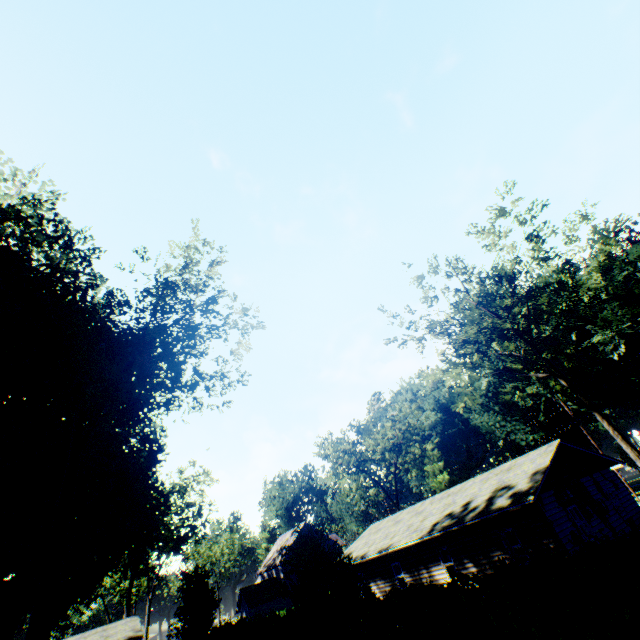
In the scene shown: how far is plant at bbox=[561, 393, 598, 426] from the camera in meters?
47.1 m

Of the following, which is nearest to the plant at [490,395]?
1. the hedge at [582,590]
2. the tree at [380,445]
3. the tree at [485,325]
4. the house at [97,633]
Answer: the hedge at [582,590]

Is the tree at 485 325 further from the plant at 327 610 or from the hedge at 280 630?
the plant at 327 610

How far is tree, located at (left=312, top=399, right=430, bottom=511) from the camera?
44.19m

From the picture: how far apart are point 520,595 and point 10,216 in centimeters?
2739cm

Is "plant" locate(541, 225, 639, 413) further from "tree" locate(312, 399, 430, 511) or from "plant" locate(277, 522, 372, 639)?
"tree" locate(312, 399, 430, 511)

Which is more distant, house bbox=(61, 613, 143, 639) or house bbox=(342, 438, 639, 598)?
house bbox=(61, 613, 143, 639)
